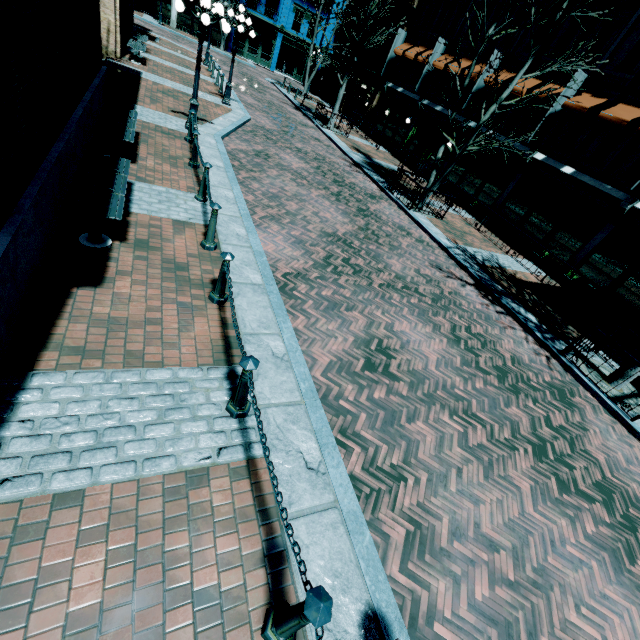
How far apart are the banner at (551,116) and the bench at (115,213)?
16.35m

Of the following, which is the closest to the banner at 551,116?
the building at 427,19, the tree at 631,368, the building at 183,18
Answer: the building at 427,19

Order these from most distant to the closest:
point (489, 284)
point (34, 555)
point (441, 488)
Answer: point (489, 284)
point (441, 488)
point (34, 555)

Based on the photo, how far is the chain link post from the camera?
5.7m

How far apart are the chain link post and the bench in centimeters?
142cm

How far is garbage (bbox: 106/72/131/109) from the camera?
9.2m

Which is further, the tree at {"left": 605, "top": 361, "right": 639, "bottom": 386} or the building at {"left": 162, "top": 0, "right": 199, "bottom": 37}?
the building at {"left": 162, "top": 0, "right": 199, "bottom": 37}

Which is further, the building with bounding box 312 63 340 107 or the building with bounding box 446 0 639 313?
the building with bounding box 312 63 340 107
